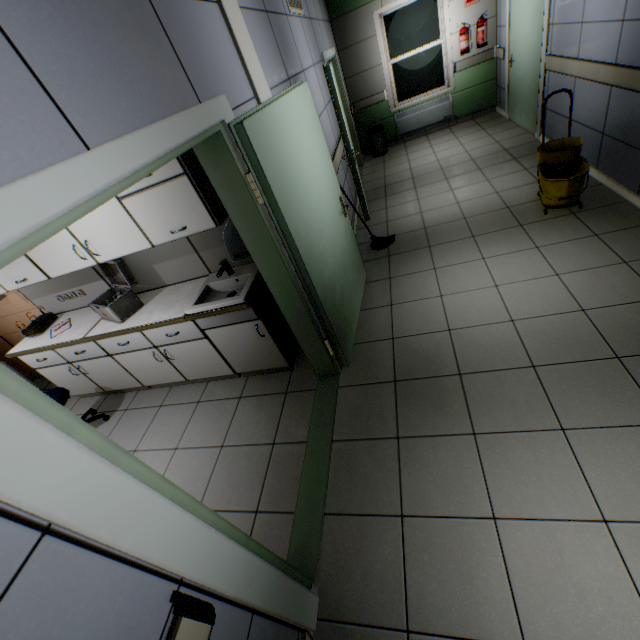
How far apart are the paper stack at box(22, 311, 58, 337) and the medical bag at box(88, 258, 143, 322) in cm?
92

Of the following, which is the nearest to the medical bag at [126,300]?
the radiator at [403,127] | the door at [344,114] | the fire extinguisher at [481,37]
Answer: the door at [344,114]

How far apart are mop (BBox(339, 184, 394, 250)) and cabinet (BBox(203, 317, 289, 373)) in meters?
2.1

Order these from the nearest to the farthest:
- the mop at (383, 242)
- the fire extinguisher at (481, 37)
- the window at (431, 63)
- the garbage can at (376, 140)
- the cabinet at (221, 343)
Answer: the cabinet at (221, 343) < the mop at (383, 242) < the fire extinguisher at (481, 37) < the window at (431, 63) < the garbage can at (376, 140)

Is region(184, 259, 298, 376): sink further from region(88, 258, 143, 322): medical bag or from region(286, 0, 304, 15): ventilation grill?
region(286, 0, 304, 15): ventilation grill

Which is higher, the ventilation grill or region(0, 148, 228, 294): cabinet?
the ventilation grill

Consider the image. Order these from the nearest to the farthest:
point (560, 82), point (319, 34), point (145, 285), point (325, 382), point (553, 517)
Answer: point (553, 517) → point (325, 382) → point (145, 285) → point (560, 82) → point (319, 34)

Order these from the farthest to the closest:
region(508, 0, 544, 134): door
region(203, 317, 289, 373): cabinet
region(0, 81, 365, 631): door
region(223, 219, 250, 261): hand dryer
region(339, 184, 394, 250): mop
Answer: region(508, 0, 544, 134): door, region(339, 184, 394, 250): mop, region(203, 317, 289, 373): cabinet, region(223, 219, 250, 261): hand dryer, region(0, 81, 365, 631): door
